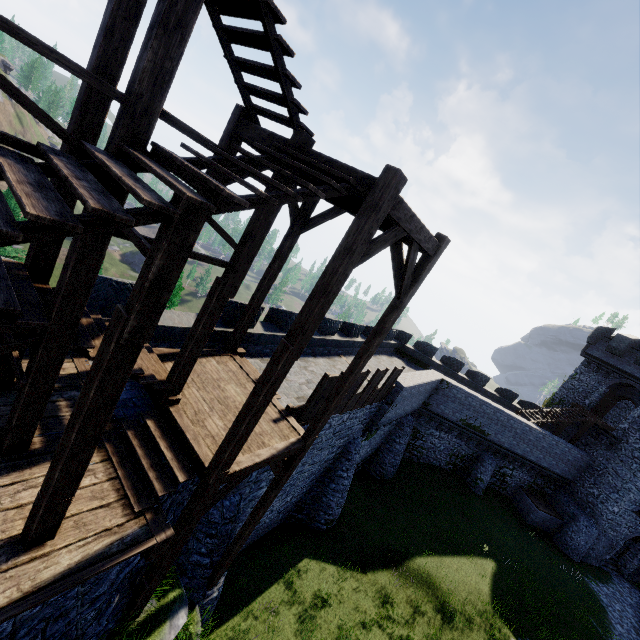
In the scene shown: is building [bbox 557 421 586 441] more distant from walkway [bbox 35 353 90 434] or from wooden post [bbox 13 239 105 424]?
wooden post [bbox 13 239 105 424]

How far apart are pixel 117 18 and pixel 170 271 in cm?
383

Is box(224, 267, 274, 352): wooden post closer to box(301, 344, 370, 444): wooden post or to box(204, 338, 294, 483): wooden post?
box(301, 344, 370, 444): wooden post

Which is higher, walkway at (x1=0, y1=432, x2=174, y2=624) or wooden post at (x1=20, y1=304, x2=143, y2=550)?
wooden post at (x1=20, y1=304, x2=143, y2=550)

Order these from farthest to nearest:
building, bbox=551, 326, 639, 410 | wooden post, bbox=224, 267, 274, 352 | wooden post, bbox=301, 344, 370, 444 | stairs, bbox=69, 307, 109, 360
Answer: building, bbox=551, 326, 639, 410
wooden post, bbox=224, 267, 274, 352
wooden post, bbox=301, 344, 370, 444
stairs, bbox=69, 307, 109, 360

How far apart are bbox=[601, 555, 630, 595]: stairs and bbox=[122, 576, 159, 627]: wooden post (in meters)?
34.99

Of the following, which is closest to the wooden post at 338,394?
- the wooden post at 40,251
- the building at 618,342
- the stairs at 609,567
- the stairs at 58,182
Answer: the stairs at 58,182

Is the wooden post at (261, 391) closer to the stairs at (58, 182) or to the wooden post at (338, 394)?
the stairs at (58, 182)
